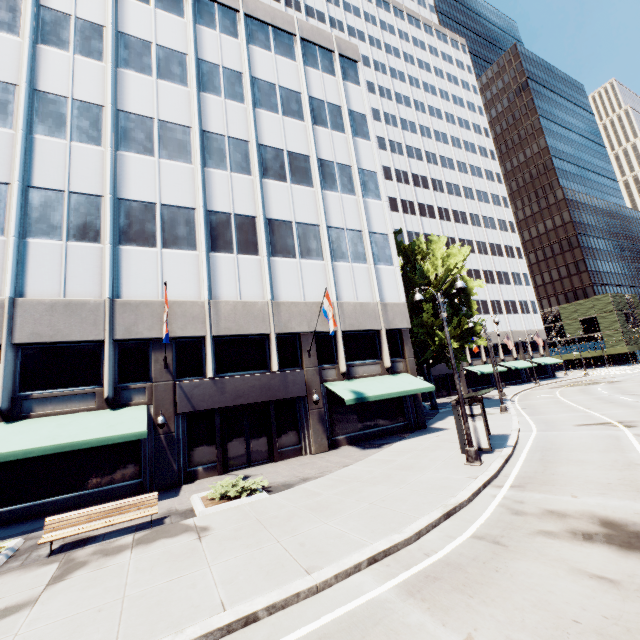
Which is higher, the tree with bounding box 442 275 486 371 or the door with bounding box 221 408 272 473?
the tree with bounding box 442 275 486 371

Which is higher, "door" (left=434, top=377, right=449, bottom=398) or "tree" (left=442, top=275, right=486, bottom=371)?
"tree" (left=442, top=275, right=486, bottom=371)

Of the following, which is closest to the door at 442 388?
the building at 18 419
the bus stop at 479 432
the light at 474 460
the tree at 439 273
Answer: the building at 18 419

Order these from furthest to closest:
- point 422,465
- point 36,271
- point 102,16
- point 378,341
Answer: point 378,341
point 102,16
point 36,271
point 422,465

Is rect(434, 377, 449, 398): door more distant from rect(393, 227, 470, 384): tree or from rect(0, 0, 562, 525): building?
rect(393, 227, 470, 384): tree

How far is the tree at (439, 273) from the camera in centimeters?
2655cm

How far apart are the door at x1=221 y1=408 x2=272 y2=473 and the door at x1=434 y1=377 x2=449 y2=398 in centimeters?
3326cm

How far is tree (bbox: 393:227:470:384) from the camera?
26.55m
